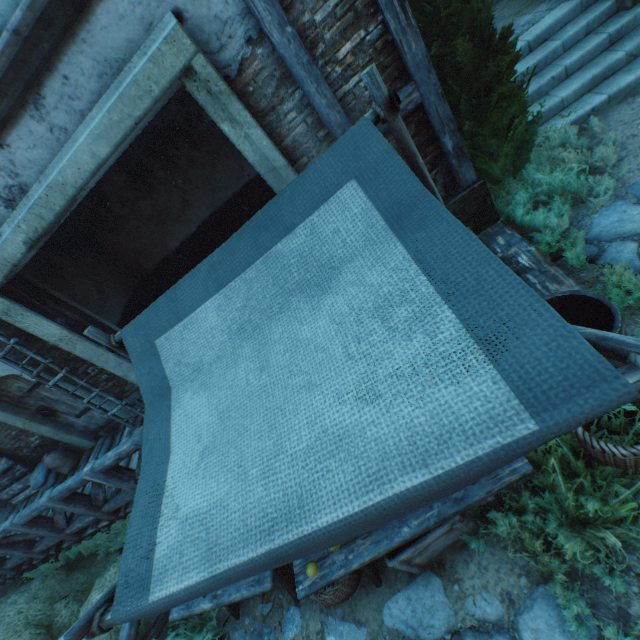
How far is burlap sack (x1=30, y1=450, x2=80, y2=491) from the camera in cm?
664

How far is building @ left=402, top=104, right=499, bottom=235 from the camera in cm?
379

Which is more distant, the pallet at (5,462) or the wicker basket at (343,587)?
the pallet at (5,462)

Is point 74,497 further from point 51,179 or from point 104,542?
point 51,179

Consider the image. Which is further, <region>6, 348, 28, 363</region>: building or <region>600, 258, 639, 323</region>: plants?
<region>6, 348, 28, 363</region>: building

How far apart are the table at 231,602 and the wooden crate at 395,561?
0.1m

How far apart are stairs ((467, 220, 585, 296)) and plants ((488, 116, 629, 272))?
0.09m

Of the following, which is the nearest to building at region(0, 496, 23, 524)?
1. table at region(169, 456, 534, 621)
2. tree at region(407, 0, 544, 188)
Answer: tree at region(407, 0, 544, 188)
